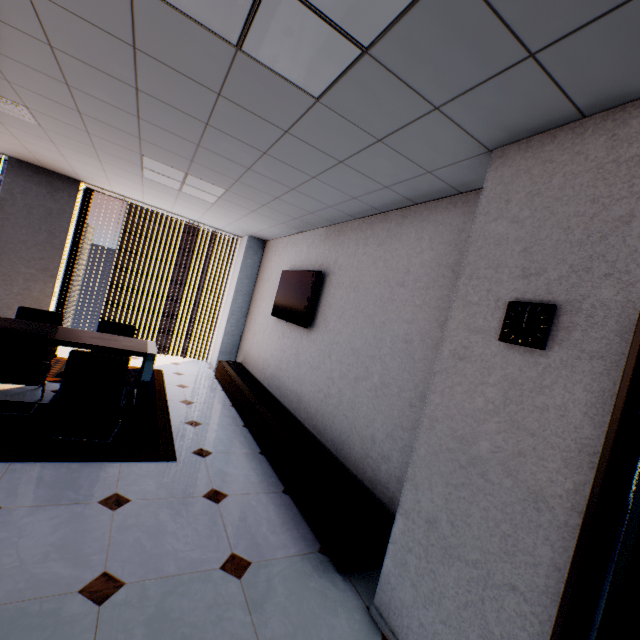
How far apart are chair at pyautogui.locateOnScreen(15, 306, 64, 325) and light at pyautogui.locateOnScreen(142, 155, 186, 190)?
2.22m

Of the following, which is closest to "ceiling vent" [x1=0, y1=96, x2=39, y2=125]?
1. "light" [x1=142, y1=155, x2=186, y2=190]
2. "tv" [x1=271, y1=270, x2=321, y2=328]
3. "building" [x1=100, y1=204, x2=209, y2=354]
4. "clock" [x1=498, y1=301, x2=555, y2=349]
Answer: "light" [x1=142, y1=155, x2=186, y2=190]

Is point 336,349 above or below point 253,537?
above

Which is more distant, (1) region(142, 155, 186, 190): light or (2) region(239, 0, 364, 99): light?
(1) region(142, 155, 186, 190): light

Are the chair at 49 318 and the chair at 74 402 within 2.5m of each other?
yes

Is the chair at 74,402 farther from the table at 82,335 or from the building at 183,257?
the building at 183,257

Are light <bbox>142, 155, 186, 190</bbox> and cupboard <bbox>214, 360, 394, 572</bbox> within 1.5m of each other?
no

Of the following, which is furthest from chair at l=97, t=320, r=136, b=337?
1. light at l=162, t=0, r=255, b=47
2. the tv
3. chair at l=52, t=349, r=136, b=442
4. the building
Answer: the building
